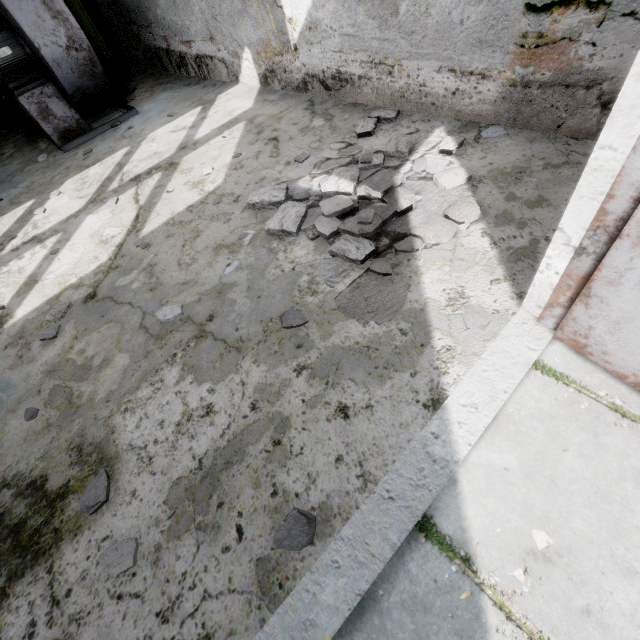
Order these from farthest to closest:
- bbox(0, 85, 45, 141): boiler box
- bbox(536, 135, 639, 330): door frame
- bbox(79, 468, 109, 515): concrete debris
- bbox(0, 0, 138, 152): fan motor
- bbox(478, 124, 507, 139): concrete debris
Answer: bbox(0, 85, 45, 141): boiler box < bbox(0, 0, 138, 152): fan motor < bbox(478, 124, 507, 139): concrete debris < bbox(79, 468, 109, 515): concrete debris < bbox(536, 135, 639, 330): door frame

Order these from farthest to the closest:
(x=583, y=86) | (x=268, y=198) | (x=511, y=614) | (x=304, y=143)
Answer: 1. (x=304, y=143)
2. (x=268, y=198)
3. (x=583, y=86)
4. (x=511, y=614)

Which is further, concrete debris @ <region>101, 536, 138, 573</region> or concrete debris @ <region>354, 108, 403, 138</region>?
concrete debris @ <region>354, 108, 403, 138</region>

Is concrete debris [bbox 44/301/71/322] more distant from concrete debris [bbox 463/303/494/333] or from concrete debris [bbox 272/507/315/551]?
concrete debris [bbox 463/303/494/333]

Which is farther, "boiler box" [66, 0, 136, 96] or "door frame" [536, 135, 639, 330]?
"boiler box" [66, 0, 136, 96]

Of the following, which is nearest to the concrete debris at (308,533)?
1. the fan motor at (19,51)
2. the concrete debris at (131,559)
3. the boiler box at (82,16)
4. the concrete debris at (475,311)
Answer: the concrete debris at (131,559)

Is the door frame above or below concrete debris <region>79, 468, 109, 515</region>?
above

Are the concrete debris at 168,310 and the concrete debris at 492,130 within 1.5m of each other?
yes
